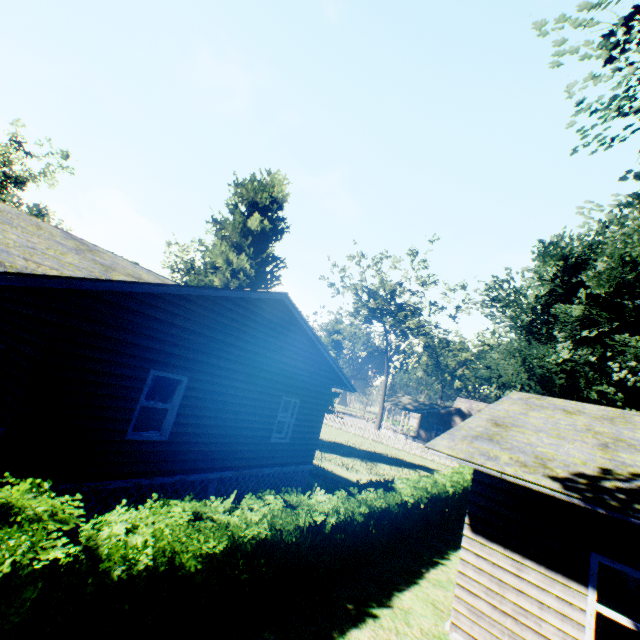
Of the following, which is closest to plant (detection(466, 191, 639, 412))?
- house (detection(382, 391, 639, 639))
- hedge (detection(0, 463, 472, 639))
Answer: hedge (detection(0, 463, 472, 639))

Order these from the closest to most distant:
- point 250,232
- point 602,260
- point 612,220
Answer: point 602,260 < point 612,220 < point 250,232

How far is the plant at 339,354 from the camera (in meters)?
50.84

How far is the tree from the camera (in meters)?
36.16

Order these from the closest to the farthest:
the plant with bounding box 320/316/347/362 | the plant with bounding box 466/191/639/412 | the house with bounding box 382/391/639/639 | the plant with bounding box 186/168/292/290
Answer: the house with bounding box 382/391/639/639, the plant with bounding box 466/191/639/412, the plant with bounding box 186/168/292/290, the plant with bounding box 320/316/347/362

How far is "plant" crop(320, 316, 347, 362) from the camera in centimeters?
5084cm

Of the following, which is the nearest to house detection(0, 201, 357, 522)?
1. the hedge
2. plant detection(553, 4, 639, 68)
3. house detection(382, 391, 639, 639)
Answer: plant detection(553, 4, 639, 68)

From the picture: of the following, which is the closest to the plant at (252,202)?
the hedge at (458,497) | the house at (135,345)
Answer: the house at (135,345)
